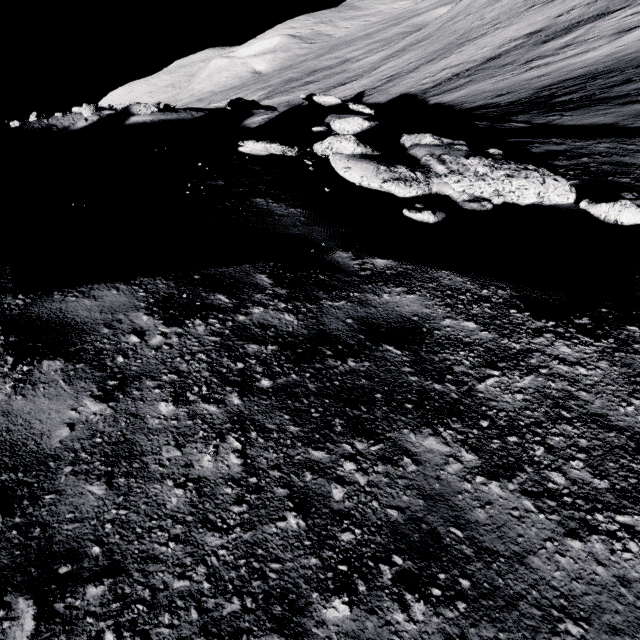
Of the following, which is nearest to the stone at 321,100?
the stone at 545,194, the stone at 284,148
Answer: the stone at 545,194

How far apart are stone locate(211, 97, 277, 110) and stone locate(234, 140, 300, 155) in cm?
1871

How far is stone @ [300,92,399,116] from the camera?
12.2m

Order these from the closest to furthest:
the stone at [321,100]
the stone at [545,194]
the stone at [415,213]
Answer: the stone at [415,213]
the stone at [545,194]
the stone at [321,100]

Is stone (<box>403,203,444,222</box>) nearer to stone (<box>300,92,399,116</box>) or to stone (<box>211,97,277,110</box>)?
stone (<box>300,92,399,116</box>)

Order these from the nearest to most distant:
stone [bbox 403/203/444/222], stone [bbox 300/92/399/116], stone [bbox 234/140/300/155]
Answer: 1. stone [bbox 403/203/444/222]
2. stone [bbox 234/140/300/155]
3. stone [bbox 300/92/399/116]

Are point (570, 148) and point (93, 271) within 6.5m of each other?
no

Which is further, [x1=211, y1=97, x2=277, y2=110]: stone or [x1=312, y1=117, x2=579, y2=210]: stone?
[x1=211, y1=97, x2=277, y2=110]: stone
